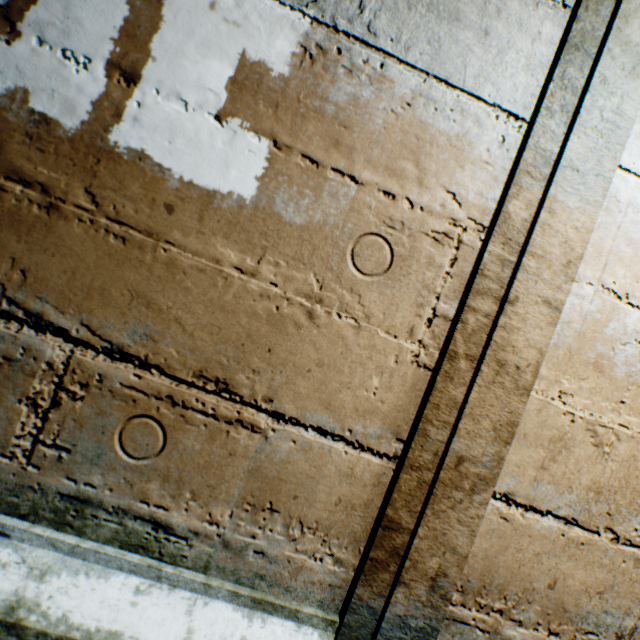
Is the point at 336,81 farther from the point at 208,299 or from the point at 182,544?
the point at 182,544
